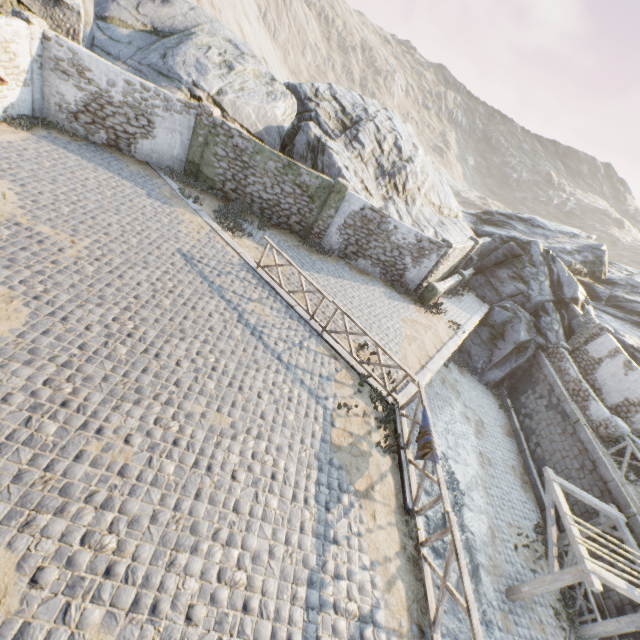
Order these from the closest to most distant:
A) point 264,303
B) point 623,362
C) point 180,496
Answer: point 180,496 → point 264,303 → point 623,362

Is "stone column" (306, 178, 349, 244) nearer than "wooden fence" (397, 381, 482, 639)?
No

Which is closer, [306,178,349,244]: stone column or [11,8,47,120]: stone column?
[11,8,47,120]: stone column

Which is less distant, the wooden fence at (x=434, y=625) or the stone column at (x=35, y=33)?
the wooden fence at (x=434, y=625)

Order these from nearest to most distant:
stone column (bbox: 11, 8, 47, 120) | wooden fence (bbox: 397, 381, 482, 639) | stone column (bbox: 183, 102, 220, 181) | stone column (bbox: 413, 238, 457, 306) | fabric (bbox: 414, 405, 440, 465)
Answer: wooden fence (bbox: 397, 381, 482, 639)
fabric (bbox: 414, 405, 440, 465)
stone column (bbox: 11, 8, 47, 120)
stone column (bbox: 183, 102, 220, 181)
stone column (bbox: 413, 238, 457, 306)

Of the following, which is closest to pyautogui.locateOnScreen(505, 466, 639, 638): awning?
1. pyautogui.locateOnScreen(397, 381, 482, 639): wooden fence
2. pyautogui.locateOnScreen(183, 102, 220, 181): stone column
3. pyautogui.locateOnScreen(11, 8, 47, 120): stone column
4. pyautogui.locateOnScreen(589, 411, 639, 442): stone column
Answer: pyautogui.locateOnScreen(589, 411, 639, 442): stone column

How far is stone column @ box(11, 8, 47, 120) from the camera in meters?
10.7

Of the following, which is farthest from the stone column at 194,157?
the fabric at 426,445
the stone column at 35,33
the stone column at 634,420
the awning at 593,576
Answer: the stone column at 634,420
